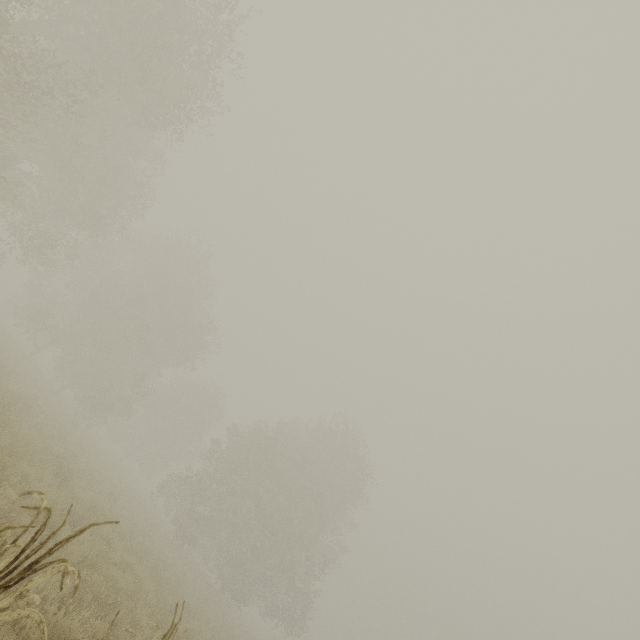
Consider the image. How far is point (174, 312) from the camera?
30.9 meters
